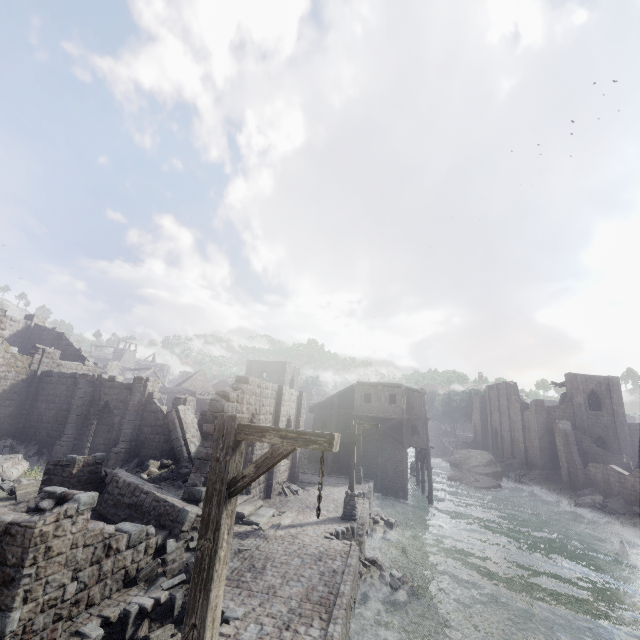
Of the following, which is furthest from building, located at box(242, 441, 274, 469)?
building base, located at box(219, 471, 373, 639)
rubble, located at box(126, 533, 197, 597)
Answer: rubble, located at box(126, 533, 197, 597)

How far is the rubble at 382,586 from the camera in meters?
12.3 m

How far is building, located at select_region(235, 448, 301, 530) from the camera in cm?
1448

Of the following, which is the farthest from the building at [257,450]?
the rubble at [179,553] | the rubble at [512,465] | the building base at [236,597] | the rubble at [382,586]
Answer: the rubble at [382,586]

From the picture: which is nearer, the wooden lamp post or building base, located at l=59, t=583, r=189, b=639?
the wooden lamp post

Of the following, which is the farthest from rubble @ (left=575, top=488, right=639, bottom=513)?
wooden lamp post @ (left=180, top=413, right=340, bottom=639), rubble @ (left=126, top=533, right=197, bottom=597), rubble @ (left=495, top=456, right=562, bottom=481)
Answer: wooden lamp post @ (left=180, top=413, right=340, bottom=639)

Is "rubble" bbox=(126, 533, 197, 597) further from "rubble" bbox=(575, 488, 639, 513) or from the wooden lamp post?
"rubble" bbox=(575, 488, 639, 513)

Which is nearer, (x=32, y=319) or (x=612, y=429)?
(x=32, y=319)
